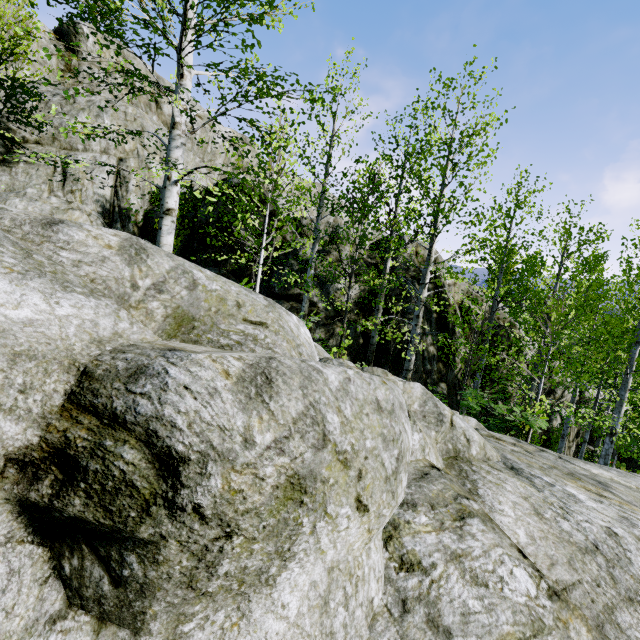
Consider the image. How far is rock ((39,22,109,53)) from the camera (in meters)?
15.59

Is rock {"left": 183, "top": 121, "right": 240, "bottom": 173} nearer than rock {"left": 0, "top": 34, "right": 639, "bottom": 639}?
No

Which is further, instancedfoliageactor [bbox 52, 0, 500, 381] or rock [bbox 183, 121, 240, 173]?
rock [bbox 183, 121, 240, 173]

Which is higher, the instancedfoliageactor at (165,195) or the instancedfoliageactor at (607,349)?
the instancedfoliageactor at (165,195)

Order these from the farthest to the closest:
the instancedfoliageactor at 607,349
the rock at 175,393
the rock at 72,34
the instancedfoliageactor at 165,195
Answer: the rock at 72,34 → the instancedfoliageactor at 607,349 → the instancedfoliageactor at 165,195 → the rock at 175,393

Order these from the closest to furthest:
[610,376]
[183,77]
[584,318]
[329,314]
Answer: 1. [183,77]
2. [584,318]
3. [610,376]
4. [329,314]
